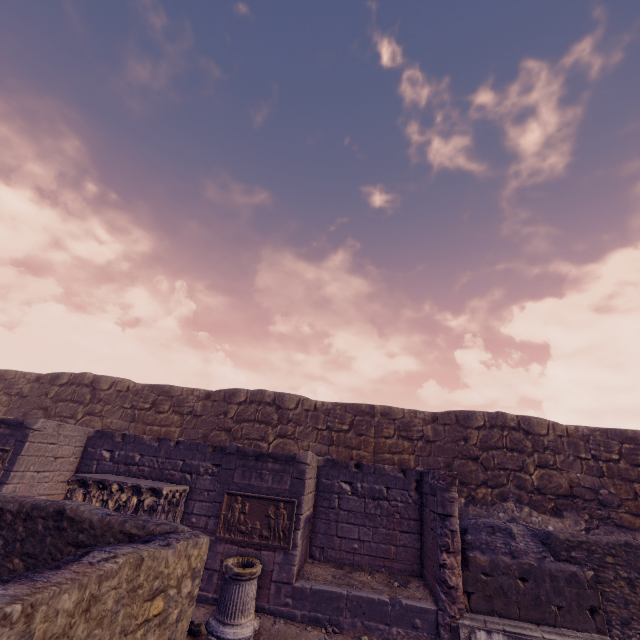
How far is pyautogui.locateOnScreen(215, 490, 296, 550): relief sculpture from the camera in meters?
6.4

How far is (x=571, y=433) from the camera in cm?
1097

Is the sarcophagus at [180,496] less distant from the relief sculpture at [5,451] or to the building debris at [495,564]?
the relief sculpture at [5,451]

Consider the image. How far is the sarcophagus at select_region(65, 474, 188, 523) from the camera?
7.2m

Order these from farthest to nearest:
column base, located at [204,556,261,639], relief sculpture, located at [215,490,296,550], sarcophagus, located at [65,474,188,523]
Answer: sarcophagus, located at [65,474,188,523], relief sculpture, located at [215,490,296,550], column base, located at [204,556,261,639]

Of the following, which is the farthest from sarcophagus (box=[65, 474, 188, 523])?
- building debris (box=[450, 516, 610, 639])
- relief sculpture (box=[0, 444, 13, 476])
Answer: building debris (box=[450, 516, 610, 639])
